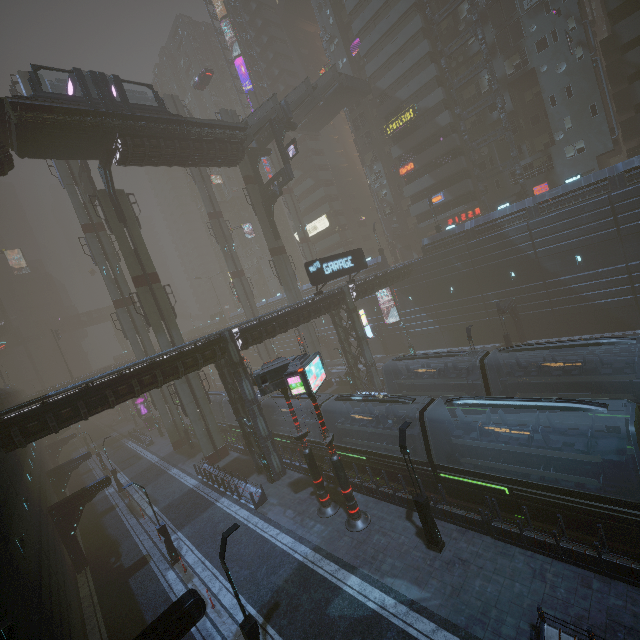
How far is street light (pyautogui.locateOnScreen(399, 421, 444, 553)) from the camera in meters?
13.9

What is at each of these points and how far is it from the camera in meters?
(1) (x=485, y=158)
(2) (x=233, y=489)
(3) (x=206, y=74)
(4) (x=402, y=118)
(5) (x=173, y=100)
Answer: (1) building, 42.4
(2) building, 24.6
(3) car, 48.0
(4) sign, 45.0
(5) sm, 45.1

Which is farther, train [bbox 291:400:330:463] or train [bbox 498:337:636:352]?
train [bbox 291:400:330:463]

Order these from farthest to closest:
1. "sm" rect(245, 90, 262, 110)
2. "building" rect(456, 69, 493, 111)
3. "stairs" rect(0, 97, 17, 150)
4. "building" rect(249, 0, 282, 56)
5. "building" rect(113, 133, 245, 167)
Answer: "building" rect(249, 0, 282, 56) → "sm" rect(245, 90, 262, 110) → "building" rect(456, 69, 493, 111) → "building" rect(113, 133, 245, 167) → "stairs" rect(0, 97, 17, 150)

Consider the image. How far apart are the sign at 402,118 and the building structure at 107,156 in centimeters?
3652cm

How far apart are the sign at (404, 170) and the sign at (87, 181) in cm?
3870

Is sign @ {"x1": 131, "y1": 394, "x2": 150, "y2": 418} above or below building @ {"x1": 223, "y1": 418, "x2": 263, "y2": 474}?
above

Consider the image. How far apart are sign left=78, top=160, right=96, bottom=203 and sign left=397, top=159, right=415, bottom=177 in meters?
38.7 m
